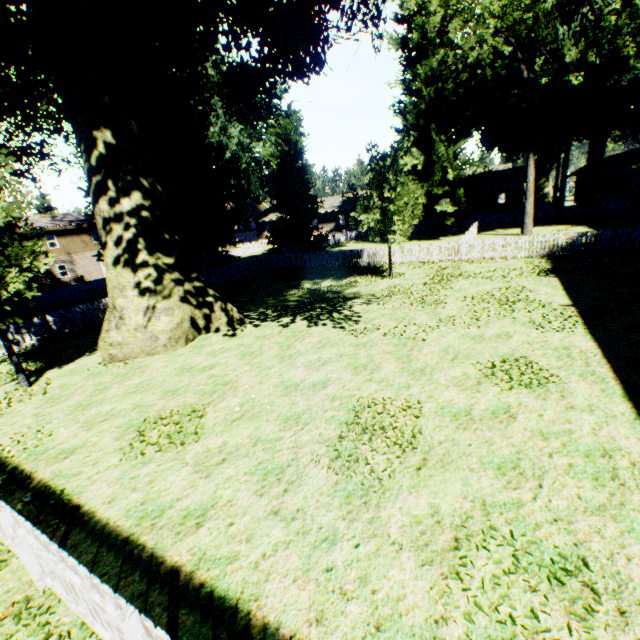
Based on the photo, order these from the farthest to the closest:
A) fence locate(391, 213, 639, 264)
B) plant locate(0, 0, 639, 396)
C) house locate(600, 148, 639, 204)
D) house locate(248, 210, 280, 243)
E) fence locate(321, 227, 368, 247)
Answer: house locate(248, 210, 280, 243), fence locate(321, 227, 368, 247), house locate(600, 148, 639, 204), fence locate(391, 213, 639, 264), plant locate(0, 0, 639, 396)

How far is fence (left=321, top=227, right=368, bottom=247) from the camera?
42.36m

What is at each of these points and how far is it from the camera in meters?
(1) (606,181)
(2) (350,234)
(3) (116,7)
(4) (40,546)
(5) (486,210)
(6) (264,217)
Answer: (1) house, 41.4
(2) fence, 44.8
(3) plant, 9.7
(4) fence, 3.4
(5) house, 44.0
(6) house, 58.0

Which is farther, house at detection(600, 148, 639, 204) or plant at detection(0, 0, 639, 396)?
house at detection(600, 148, 639, 204)

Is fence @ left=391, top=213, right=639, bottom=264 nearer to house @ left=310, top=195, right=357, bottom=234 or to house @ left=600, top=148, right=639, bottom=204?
house @ left=310, top=195, right=357, bottom=234

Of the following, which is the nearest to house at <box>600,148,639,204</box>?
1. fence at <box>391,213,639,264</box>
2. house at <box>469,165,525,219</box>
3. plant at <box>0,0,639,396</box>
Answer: → plant at <box>0,0,639,396</box>

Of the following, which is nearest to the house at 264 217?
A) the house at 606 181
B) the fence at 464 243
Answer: the fence at 464 243
